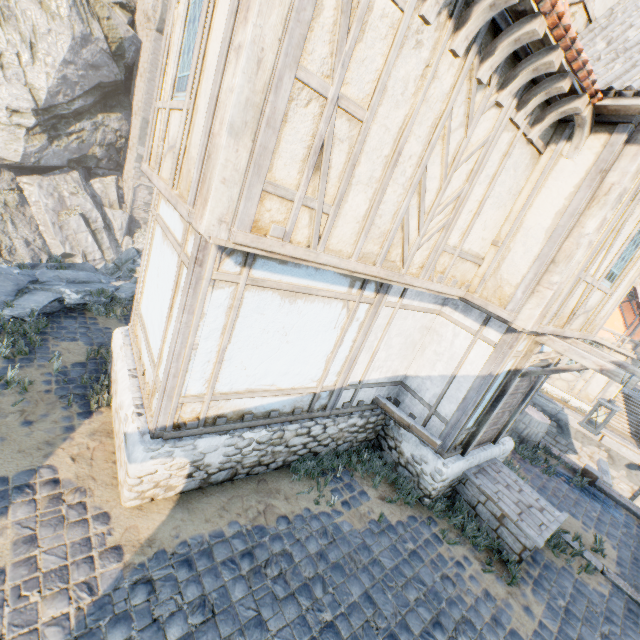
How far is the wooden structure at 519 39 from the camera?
3.1m

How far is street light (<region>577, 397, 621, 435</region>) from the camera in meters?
5.0

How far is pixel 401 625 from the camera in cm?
431

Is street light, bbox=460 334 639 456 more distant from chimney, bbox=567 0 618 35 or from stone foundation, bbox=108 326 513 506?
chimney, bbox=567 0 618 35

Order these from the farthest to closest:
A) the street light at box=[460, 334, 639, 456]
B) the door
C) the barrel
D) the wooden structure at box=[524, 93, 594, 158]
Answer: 1. the barrel
2. the door
3. the street light at box=[460, 334, 639, 456]
4. the wooden structure at box=[524, 93, 594, 158]

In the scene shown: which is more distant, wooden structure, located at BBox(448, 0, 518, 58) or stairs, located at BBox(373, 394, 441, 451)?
stairs, located at BBox(373, 394, 441, 451)

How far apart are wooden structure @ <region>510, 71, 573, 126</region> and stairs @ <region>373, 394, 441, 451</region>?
5.1 meters

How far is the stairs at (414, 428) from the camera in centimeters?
604cm
